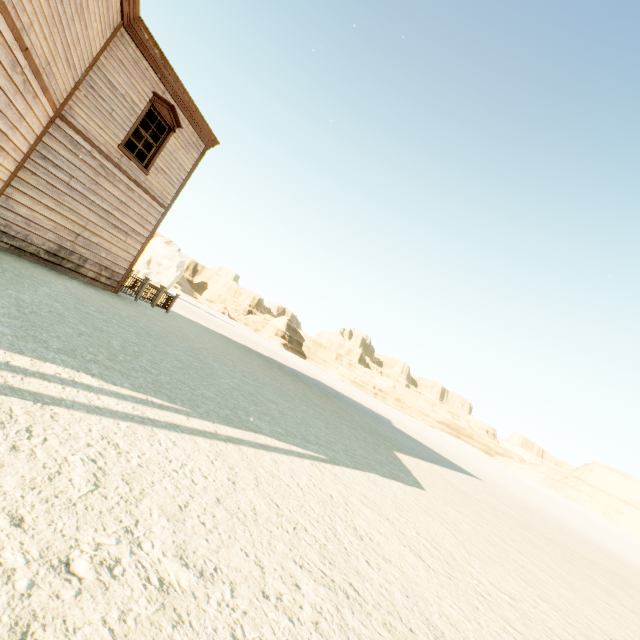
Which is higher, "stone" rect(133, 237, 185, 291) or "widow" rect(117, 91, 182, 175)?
"widow" rect(117, 91, 182, 175)

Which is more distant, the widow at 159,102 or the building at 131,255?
the widow at 159,102

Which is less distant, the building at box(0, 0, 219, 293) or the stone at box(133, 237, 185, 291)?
the building at box(0, 0, 219, 293)

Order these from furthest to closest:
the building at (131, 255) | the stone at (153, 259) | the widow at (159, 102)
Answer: the stone at (153, 259)
the widow at (159, 102)
the building at (131, 255)

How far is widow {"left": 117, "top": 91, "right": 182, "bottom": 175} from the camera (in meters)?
9.79

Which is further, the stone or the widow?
the stone

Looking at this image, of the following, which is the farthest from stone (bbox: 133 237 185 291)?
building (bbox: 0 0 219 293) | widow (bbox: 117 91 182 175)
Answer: widow (bbox: 117 91 182 175)

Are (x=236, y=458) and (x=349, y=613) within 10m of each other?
yes
